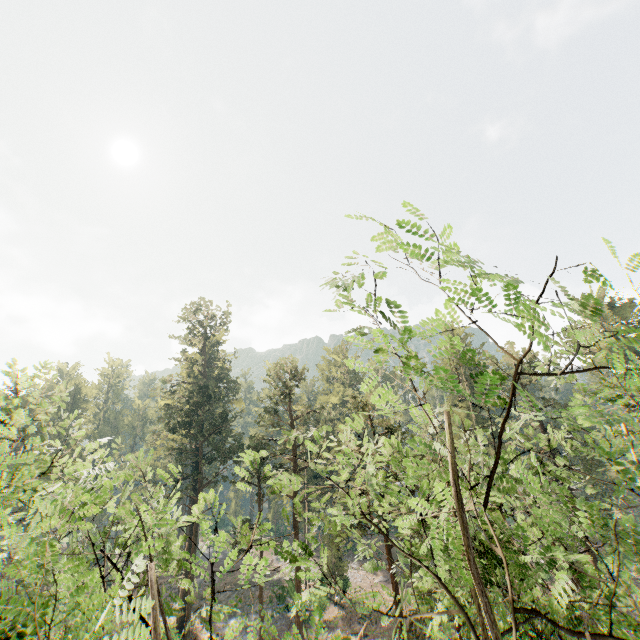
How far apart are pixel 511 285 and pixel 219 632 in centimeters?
4467cm
